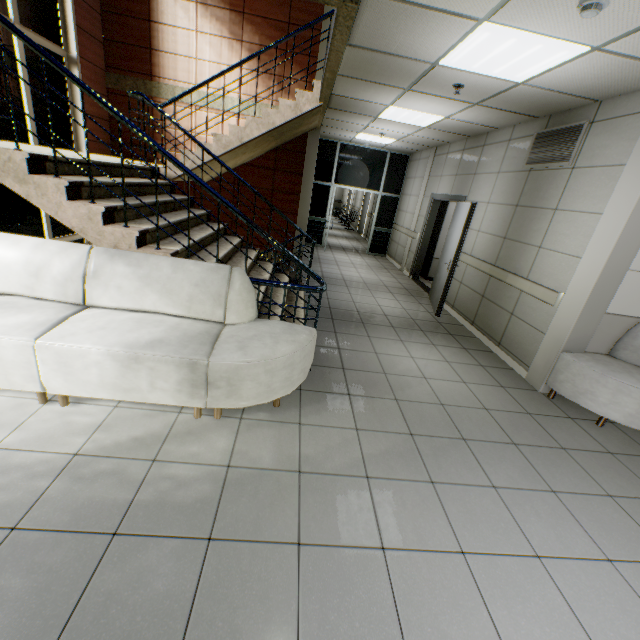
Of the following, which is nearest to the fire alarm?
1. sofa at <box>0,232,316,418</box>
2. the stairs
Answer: the stairs

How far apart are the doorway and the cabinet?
2.4m

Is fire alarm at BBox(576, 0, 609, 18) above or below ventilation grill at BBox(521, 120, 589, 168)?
above

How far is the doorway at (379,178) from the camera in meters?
10.0

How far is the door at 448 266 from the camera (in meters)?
5.47

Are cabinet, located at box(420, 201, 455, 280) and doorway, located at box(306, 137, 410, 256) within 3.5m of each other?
yes

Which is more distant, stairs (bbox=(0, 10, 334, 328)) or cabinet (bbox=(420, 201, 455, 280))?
cabinet (bbox=(420, 201, 455, 280))

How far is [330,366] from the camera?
3.73m
